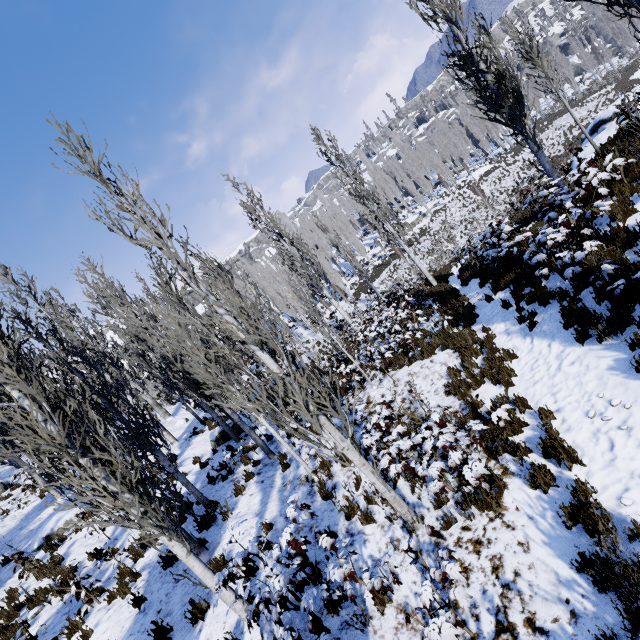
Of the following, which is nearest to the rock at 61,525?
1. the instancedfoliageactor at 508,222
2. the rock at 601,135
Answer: the instancedfoliageactor at 508,222

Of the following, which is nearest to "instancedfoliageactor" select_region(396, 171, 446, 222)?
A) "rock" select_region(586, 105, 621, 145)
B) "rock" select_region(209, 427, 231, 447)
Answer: "rock" select_region(209, 427, 231, 447)

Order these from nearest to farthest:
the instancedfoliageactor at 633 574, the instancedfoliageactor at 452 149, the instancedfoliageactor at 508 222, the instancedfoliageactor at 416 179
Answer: the instancedfoliageactor at 633 574
the instancedfoliageactor at 508 222
the instancedfoliageactor at 452 149
the instancedfoliageactor at 416 179

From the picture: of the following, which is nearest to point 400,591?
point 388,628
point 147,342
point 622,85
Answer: point 388,628

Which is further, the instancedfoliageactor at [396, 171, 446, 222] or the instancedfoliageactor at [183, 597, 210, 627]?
the instancedfoliageactor at [396, 171, 446, 222]

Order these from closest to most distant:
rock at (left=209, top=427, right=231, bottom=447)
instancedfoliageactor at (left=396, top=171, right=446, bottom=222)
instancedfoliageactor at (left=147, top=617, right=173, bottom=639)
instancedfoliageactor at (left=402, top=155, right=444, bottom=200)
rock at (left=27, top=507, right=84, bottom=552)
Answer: instancedfoliageactor at (left=147, top=617, right=173, bottom=639) < rock at (left=27, top=507, right=84, bottom=552) < rock at (left=209, top=427, right=231, bottom=447) < instancedfoliageactor at (left=396, top=171, right=446, bottom=222) < instancedfoliageactor at (left=402, top=155, right=444, bottom=200)

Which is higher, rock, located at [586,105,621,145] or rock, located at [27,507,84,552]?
rock, located at [27,507,84,552]
